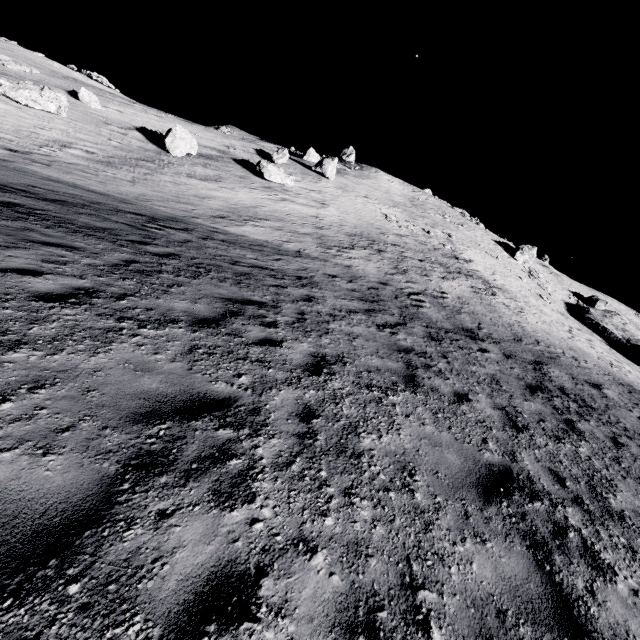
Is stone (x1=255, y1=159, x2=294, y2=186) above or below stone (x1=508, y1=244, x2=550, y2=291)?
below

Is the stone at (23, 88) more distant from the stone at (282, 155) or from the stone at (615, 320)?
the stone at (615, 320)

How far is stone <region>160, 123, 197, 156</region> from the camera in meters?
24.5 m

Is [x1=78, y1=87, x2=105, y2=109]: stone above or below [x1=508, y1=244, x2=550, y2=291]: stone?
below

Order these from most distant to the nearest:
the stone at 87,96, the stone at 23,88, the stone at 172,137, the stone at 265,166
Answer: the stone at 265,166 < the stone at 87,96 < the stone at 172,137 < the stone at 23,88

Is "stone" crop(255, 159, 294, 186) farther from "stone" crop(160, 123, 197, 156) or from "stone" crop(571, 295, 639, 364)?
"stone" crop(571, 295, 639, 364)

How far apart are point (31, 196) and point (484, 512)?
13.7 meters

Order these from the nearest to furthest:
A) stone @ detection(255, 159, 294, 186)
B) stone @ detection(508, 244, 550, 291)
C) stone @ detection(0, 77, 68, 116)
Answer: stone @ detection(0, 77, 68, 116)
stone @ detection(255, 159, 294, 186)
stone @ detection(508, 244, 550, 291)
